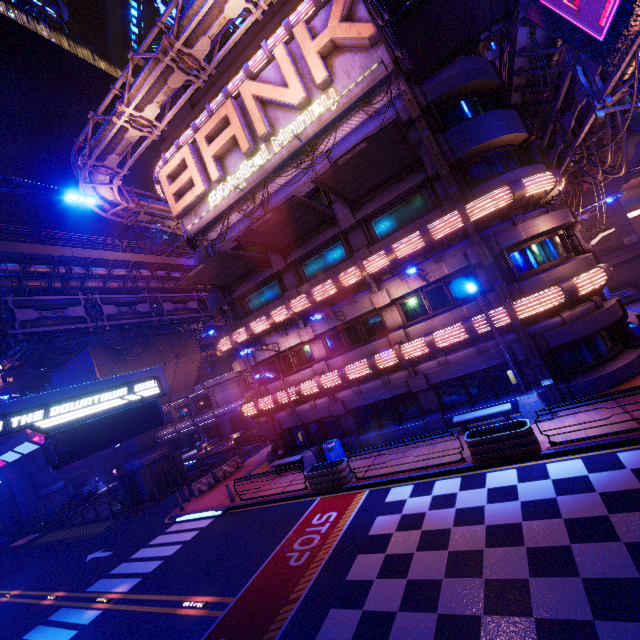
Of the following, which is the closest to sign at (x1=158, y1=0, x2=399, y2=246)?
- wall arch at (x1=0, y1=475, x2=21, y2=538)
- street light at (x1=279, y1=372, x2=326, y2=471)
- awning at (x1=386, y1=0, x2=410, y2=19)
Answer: awning at (x1=386, y1=0, x2=410, y2=19)

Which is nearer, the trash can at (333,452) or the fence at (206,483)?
the trash can at (333,452)

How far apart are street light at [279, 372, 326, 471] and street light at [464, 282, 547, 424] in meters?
10.0 m

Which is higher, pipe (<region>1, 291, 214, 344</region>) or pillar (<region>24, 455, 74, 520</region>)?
pipe (<region>1, 291, 214, 344</region>)

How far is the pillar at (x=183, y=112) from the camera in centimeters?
2462cm

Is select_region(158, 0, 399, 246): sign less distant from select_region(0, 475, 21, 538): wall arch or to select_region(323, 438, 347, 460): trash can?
select_region(323, 438, 347, 460): trash can

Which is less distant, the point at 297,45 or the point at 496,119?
the point at 496,119

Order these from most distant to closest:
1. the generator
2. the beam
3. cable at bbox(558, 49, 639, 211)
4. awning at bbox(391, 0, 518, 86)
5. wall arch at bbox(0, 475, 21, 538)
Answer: wall arch at bbox(0, 475, 21, 538) < the generator < the beam < cable at bbox(558, 49, 639, 211) < awning at bbox(391, 0, 518, 86)
